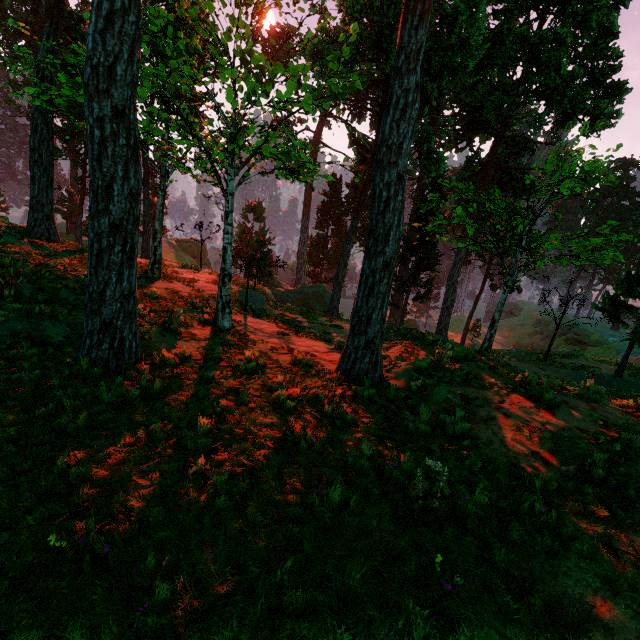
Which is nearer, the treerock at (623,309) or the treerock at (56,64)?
the treerock at (56,64)

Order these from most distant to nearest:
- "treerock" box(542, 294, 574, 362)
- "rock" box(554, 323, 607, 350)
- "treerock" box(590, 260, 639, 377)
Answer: "rock" box(554, 323, 607, 350) < "treerock" box(542, 294, 574, 362) < "treerock" box(590, 260, 639, 377)

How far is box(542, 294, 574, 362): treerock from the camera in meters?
21.2 m

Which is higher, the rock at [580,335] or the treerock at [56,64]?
the treerock at [56,64]

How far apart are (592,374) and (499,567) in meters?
21.8

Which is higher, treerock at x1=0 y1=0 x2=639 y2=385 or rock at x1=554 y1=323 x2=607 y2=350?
treerock at x1=0 y1=0 x2=639 y2=385

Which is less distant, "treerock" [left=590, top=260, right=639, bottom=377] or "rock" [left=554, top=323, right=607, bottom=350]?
"treerock" [left=590, top=260, right=639, bottom=377]
